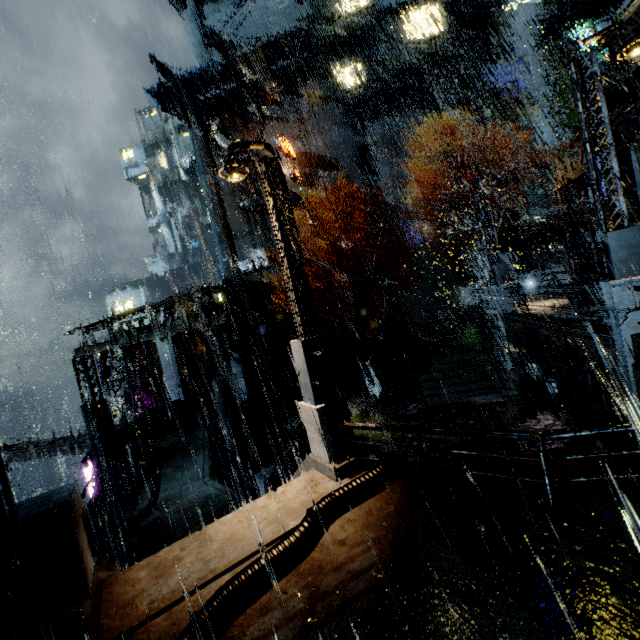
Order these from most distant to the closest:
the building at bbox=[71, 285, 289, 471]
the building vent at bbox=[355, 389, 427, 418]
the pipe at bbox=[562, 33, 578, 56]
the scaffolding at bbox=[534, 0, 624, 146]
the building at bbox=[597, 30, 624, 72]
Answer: the pipe at bbox=[562, 33, 578, 56]
the building vent at bbox=[355, 389, 427, 418]
the building at bbox=[597, 30, 624, 72]
the building at bbox=[71, 285, 289, 471]
the scaffolding at bbox=[534, 0, 624, 146]

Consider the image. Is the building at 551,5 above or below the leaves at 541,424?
above

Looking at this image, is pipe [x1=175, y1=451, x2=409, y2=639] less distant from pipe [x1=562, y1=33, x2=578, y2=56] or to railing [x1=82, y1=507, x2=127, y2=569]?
railing [x1=82, y1=507, x2=127, y2=569]

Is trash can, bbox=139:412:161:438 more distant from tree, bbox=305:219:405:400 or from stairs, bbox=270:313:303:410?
tree, bbox=305:219:405:400

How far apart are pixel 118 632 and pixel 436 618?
4.1 meters

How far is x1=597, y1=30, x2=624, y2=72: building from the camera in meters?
16.1

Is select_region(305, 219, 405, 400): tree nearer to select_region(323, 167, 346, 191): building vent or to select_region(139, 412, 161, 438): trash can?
select_region(139, 412, 161, 438): trash can

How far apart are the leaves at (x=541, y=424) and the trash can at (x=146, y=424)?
18.85m
